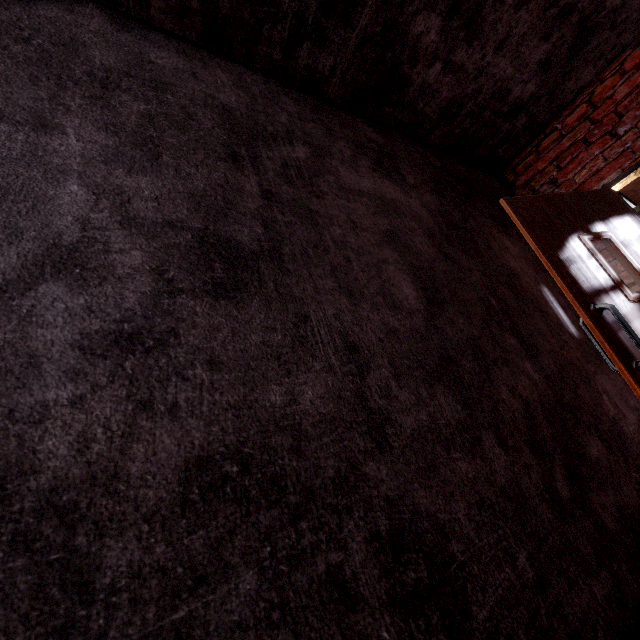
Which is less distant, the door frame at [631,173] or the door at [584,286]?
the door at [584,286]

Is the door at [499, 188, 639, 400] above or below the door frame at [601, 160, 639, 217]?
below

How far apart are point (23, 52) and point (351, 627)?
2.0 meters

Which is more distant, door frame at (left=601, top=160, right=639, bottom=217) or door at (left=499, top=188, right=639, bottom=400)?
door frame at (left=601, top=160, right=639, bottom=217)

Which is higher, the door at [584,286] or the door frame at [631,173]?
the door frame at [631,173]
